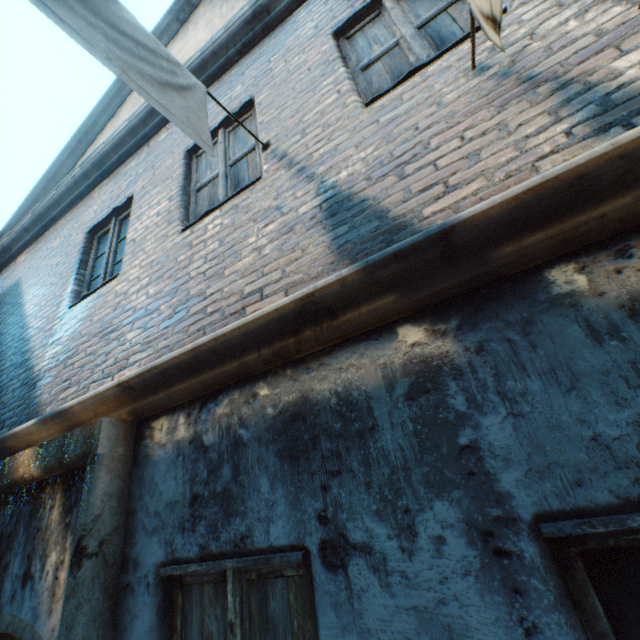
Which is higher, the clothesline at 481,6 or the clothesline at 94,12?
the clothesline at 94,12

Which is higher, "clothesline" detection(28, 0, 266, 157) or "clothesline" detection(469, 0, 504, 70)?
"clothesline" detection(28, 0, 266, 157)

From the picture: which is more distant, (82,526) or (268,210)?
(268,210)
